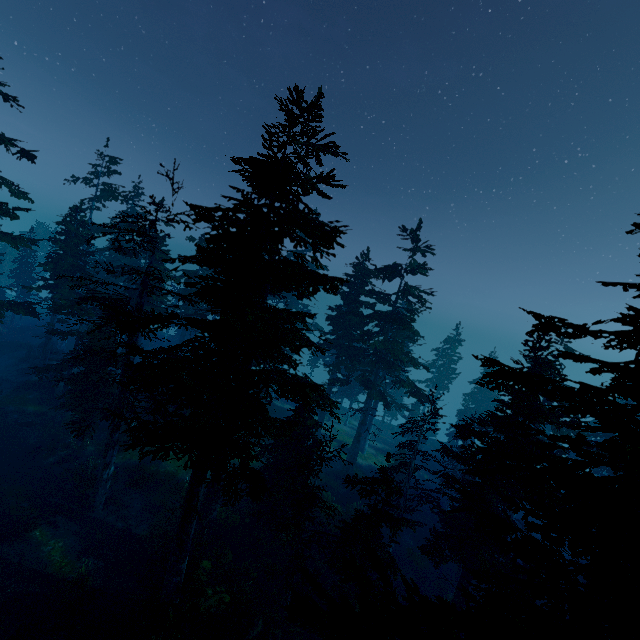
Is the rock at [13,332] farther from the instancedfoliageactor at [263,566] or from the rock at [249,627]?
the rock at [249,627]

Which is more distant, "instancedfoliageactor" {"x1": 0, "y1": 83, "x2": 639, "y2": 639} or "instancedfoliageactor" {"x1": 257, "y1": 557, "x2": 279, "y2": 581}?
"instancedfoliageactor" {"x1": 257, "y1": 557, "x2": 279, "y2": 581}

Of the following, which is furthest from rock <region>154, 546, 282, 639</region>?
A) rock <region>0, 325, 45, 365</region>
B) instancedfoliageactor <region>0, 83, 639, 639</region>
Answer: rock <region>0, 325, 45, 365</region>

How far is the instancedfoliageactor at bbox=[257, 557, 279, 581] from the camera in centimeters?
1705cm

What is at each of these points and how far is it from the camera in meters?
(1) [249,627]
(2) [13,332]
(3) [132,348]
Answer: (1) rock, 15.0
(2) rock, 39.5
(3) instancedfoliageactor, 11.2

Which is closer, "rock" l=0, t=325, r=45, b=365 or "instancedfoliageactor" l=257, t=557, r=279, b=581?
"instancedfoliageactor" l=257, t=557, r=279, b=581

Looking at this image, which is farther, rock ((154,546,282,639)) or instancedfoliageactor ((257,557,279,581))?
instancedfoliageactor ((257,557,279,581))
